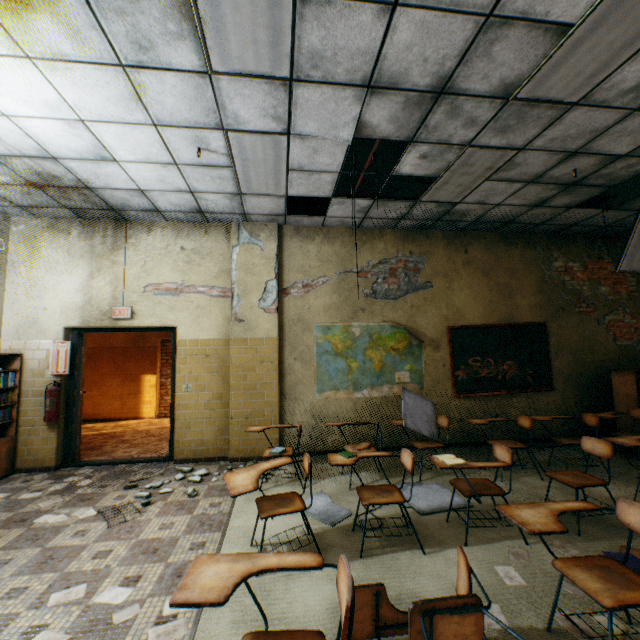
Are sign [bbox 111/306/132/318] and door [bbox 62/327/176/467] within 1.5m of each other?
yes

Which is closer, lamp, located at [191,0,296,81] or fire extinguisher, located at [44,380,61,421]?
lamp, located at [191,0,296,81]

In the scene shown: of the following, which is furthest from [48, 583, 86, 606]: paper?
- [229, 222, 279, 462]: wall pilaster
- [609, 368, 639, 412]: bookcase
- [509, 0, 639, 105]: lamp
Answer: [609, 368, 639, 412]: bookcase

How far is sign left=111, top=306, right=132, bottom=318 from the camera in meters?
5.2 m

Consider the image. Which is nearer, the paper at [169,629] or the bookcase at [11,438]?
the paper at [169,629]

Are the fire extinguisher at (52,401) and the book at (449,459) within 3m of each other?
no

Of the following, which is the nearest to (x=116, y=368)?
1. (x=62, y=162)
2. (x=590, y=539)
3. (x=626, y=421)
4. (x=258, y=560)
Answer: (x=62, y=162)

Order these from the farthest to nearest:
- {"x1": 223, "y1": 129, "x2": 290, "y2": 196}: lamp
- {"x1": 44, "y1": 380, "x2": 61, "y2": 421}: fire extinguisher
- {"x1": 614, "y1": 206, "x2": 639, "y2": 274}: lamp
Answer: {"x1": 44, "y1": 380, "x2": 61, "y2": 421}: fire extinguisher, {"x1": 614, "y1": 206, "x2": 639, "y2": 274}: lamp, {"x1": 223, "y1": 129, "x2": 290, "y2": 196}: lamp
